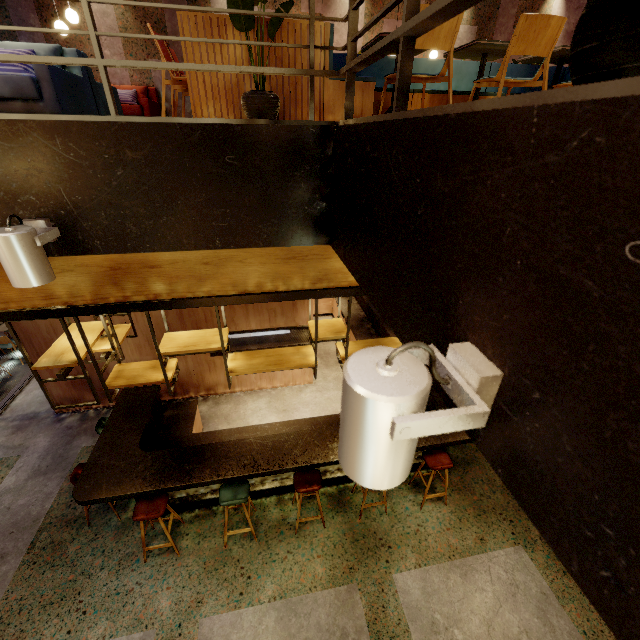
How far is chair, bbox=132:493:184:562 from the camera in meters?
4.1 m

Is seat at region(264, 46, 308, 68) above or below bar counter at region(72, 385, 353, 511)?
above

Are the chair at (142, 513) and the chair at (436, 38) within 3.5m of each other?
no

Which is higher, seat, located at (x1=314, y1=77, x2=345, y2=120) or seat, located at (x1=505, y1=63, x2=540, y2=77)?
seat, located at (x1=505, y1=63, x2=540, y2=77)

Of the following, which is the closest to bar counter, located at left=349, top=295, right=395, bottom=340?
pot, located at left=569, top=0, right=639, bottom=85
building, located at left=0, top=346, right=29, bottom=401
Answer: building, located at left=0, top=346, right=29, bottom=401

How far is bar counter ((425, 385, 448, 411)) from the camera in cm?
541

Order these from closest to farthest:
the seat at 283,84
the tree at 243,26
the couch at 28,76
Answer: the tree at 243,26 < the seat at 283,84 < the couch at 28,76

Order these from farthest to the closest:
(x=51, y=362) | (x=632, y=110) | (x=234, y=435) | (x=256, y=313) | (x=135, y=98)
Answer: (x=135, y=98), (x=256, y=313), (x=234, y=435), (x=51, y=362), (x=632, y=110)
